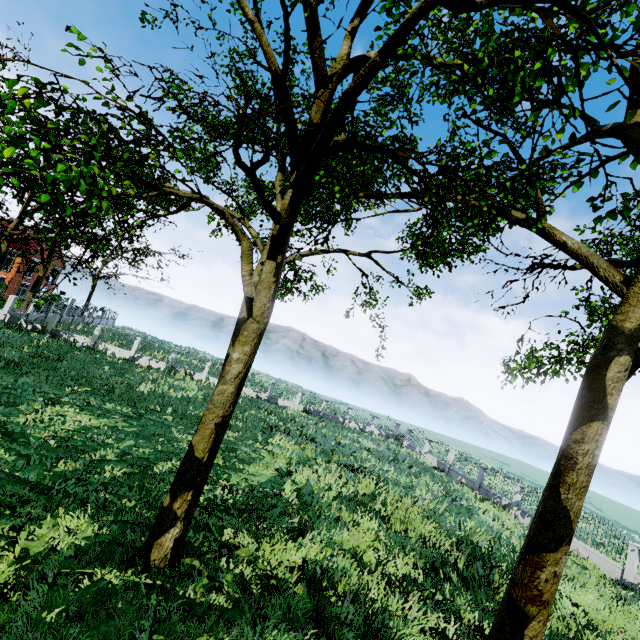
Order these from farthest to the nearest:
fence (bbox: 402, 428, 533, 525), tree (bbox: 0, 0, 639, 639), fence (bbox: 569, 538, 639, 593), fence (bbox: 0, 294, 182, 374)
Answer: fence (bbox: 0, 294, 182, 374) → fence (bbox: 402, 428, 533, 525) → fence (bbox: 569, 538, 639, 593) → tree (bbox: 0, 0, 639, 639)

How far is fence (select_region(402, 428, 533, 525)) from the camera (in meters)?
21.69

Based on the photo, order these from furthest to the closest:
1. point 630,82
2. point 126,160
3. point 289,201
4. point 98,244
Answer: point 98,244, point 126,160, point 289,201, point 630,82

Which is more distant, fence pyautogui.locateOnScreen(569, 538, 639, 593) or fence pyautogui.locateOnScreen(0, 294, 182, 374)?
fence pyautogui.locateOnScreen(0, 294, 182, 374)

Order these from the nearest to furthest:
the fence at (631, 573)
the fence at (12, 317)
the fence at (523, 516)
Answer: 1. the fence at (631, 573)
2. the fence at (523, 516)
3. the fence at (12, 317)

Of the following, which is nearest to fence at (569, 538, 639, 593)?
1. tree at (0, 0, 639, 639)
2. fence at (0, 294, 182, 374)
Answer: tree at (0, 0, 639, 639)

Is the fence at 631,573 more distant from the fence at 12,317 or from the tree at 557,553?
the fence at 12,317
